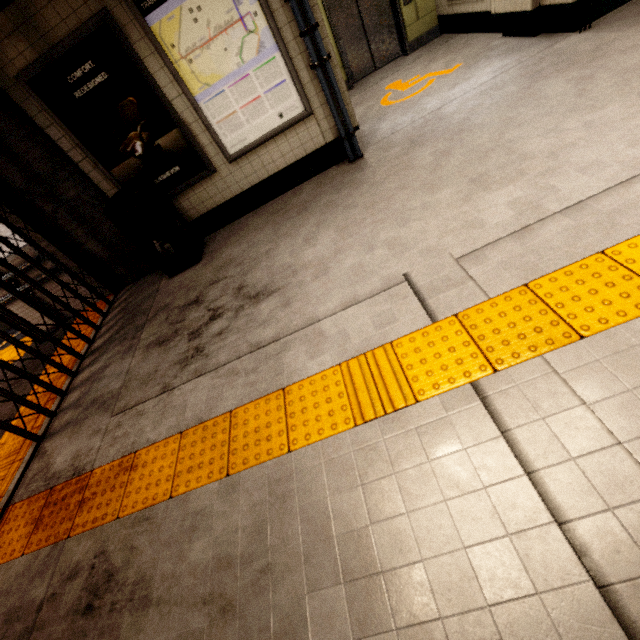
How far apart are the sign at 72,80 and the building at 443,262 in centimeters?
326cm

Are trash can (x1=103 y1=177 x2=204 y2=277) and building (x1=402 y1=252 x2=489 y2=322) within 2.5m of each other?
no

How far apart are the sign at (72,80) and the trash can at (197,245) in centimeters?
10cm

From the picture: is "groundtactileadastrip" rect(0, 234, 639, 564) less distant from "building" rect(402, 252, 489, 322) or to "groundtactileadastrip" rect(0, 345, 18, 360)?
"building" rect(402, 252, 489, 322)

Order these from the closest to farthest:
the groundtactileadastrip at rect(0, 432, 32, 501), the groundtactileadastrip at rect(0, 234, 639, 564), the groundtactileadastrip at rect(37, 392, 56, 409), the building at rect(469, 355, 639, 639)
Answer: the building at rect(469, 355, 639, 639), the groundtactileadastrip at rect(0, 234, 639, 564), the groundtactileadastrip at rect(0, 432, 32, 501), the groundtactileadastrip at rect(37, 392, 56, 409)

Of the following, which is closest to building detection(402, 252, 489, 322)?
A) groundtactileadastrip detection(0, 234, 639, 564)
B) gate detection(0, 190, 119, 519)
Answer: groundtactileadastrip detection(0, 234, 639, 564)

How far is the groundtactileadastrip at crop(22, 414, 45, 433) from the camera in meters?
3.5

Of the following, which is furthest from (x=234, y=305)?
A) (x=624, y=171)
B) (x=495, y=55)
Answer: (x=495, y=55)
